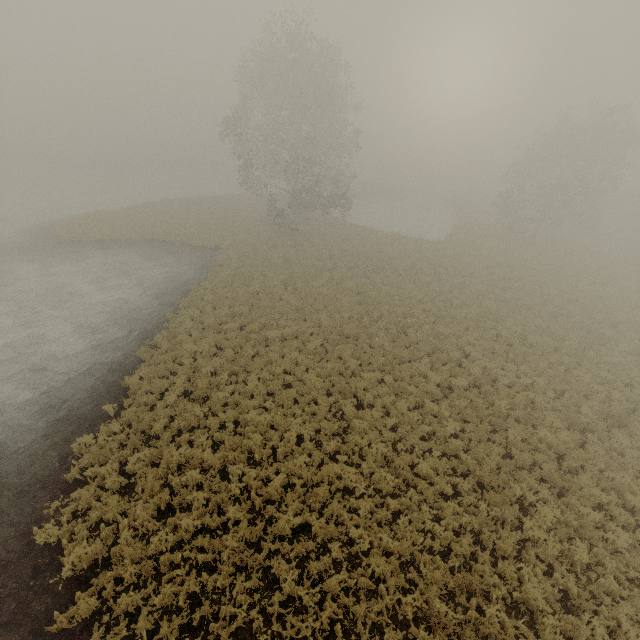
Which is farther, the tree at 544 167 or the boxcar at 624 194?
the boxcar at 624 194

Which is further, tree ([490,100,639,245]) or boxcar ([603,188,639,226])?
boxcar ([603,188,639,226])

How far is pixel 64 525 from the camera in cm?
857
